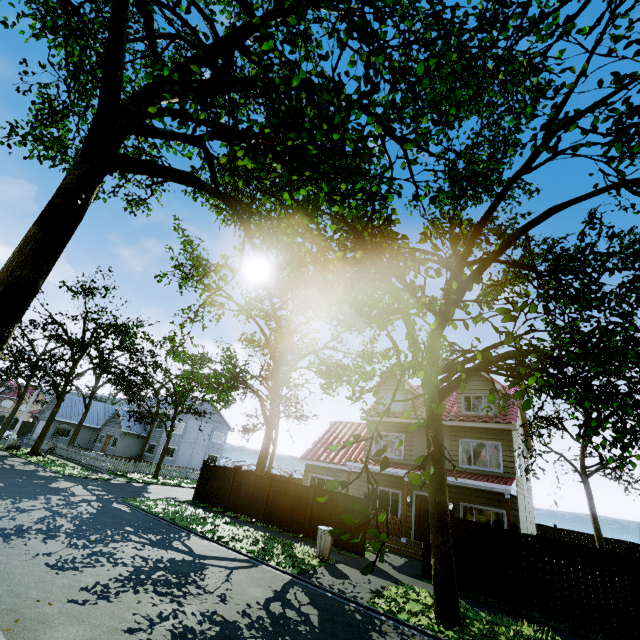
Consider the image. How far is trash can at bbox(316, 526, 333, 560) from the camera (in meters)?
11.26

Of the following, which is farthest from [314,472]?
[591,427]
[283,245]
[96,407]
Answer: [96,407]

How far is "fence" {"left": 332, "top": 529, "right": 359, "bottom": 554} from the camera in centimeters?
1304cm

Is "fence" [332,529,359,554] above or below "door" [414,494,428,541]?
below

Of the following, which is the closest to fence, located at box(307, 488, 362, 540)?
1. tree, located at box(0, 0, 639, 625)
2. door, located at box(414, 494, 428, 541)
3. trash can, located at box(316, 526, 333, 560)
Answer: tree, located at box(0, 0, 639, 625)

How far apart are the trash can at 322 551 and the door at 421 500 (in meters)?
6.88

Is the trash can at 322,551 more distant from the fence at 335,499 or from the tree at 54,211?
the tree at 54,211
